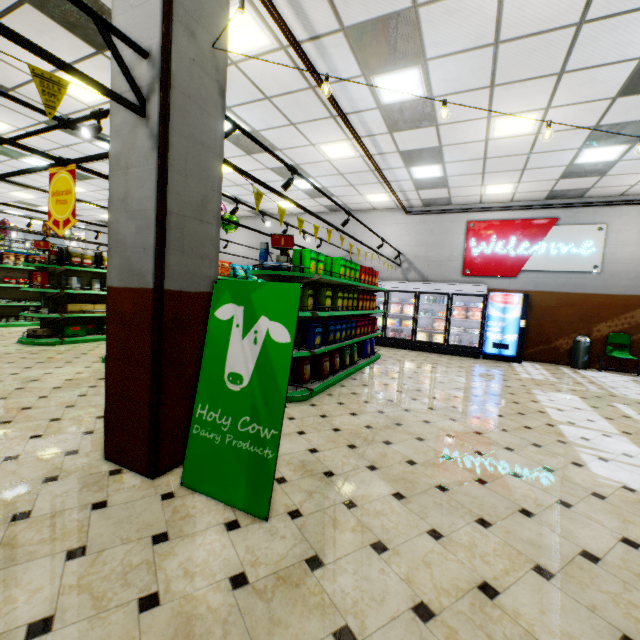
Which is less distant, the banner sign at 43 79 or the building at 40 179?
the banner sign at 43 79

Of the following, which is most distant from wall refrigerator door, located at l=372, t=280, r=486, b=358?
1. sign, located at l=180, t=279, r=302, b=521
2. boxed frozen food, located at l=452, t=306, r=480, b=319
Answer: sign, located at l=180, t=279, r=302, b=521

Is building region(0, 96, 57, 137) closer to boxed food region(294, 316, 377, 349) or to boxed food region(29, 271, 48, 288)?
boxed food region(294, 316, 377, 349)

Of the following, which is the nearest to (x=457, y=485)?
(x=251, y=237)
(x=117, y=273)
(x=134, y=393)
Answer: (x=134, y=393)

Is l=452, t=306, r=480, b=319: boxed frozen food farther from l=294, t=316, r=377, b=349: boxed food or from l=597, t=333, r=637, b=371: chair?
l=294, t=316, r=377, b=349: boxed food

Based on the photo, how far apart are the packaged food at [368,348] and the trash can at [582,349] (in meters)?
7.63

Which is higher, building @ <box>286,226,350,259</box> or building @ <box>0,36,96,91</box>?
building @ <box>0,36,96,91</box>

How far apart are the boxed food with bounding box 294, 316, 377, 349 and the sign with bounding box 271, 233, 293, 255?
1.38m
